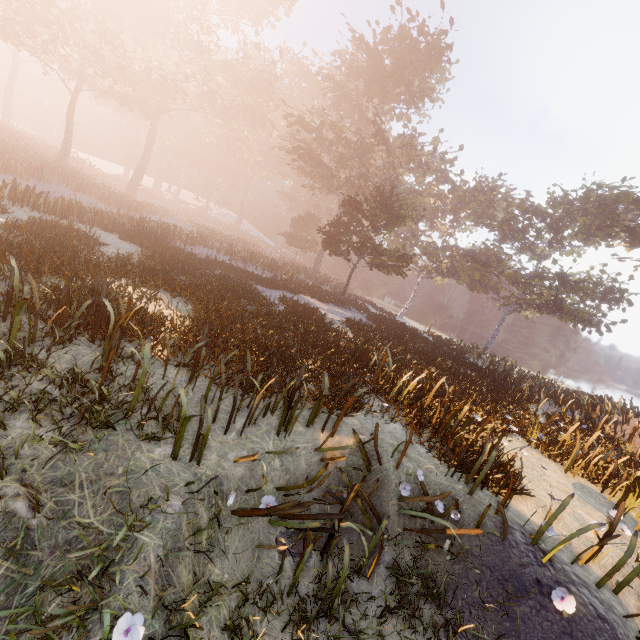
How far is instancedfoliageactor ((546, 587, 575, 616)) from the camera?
4.1m

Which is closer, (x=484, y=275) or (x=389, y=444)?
(x=389, y=444)

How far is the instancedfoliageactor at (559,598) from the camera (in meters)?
4.12
